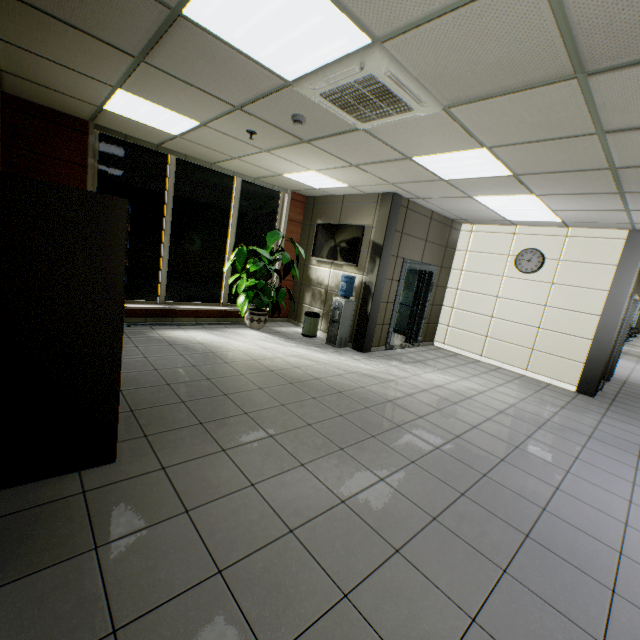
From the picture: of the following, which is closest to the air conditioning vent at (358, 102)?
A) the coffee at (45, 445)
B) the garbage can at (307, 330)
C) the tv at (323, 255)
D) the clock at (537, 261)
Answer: the coffee at (45, 445)

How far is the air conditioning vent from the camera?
2.4m

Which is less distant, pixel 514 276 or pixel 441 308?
pixel 514 276

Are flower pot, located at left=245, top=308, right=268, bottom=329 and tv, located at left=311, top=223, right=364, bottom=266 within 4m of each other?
yes

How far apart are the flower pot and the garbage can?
0.8m

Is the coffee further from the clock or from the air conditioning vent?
the clock

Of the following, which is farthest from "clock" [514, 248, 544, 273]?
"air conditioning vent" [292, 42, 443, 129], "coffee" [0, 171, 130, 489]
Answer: "coffee" [0, 171, 130, 489]

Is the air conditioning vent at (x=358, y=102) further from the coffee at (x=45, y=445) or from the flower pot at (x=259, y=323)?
the flower pot at (x=259, y=323)
